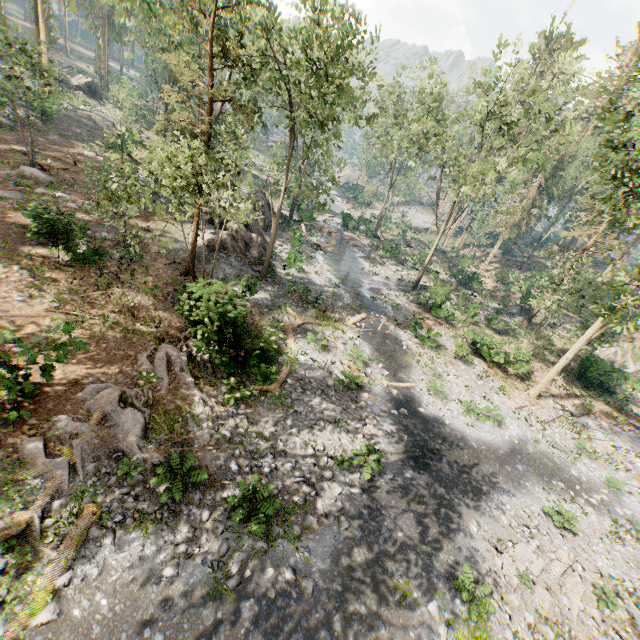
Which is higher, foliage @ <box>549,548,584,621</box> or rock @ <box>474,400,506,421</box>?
rock @ <box>474,400,506,421</box>

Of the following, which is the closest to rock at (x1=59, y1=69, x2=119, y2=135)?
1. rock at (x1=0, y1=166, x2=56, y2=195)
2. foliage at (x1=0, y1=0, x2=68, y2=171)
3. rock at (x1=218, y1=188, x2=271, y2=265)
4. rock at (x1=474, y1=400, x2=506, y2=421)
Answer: foliage at (x1=0, y1=0, x2=68, y2=171)

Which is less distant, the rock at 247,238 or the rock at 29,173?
the rock at 29,173

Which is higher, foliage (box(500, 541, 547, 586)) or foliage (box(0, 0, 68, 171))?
foliage (box(0, 0, 68, 171))

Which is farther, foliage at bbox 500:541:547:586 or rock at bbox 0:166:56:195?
rock at bbox 0:166:56:195

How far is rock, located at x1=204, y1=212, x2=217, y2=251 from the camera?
23.8 meters

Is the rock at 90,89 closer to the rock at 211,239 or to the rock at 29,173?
the rock at 211,239

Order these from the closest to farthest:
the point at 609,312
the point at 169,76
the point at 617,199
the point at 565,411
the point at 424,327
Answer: the point at 609,312 < the point at 565,411 < the point at 424,327 < the point at 617,199 < the point at 169,76
